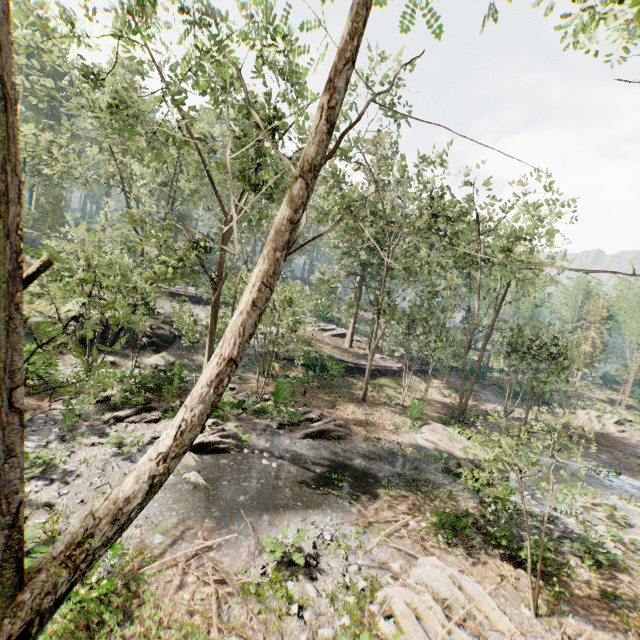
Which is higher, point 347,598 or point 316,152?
point 316,152

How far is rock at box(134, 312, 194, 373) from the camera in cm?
2384

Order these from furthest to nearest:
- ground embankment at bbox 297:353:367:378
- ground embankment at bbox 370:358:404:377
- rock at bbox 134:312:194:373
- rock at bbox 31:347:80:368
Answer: ground embankment at bbox 370:358:404:377, ground embankment at bbox 297:353:367:378, rock at bbox 134:312:194:373, rock at bbox 31:347:80:368

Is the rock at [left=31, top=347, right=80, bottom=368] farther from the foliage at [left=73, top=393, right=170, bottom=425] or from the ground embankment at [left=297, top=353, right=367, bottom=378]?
the ground embankment at [left=297, top=353, right=367, bottom=378]

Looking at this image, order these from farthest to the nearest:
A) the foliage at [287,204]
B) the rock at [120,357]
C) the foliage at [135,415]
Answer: the rock at [120,357] < the foliage at [135,415] < the foliage at [287,204]

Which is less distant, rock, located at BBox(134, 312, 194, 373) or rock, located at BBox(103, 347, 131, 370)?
rock, located at BBox(103, 347, 131, 370)

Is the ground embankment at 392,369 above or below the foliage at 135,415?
above

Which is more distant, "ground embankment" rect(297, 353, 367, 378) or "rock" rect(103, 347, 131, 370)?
"ground embankment" rect(297, 353, 367, 378)
